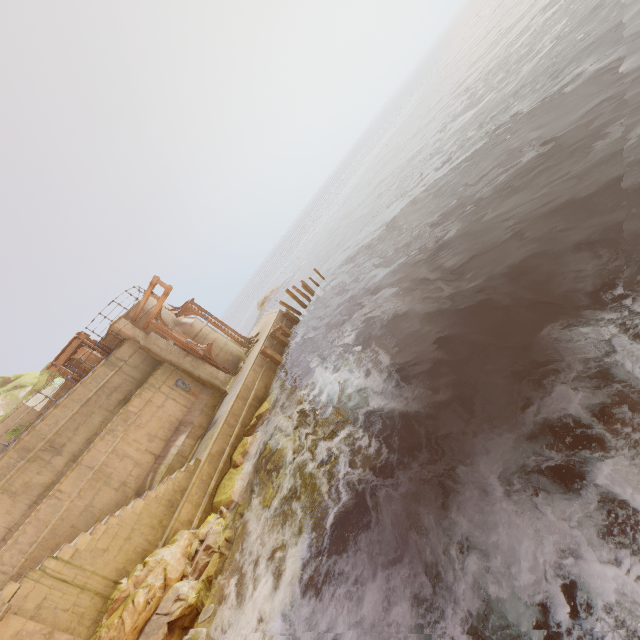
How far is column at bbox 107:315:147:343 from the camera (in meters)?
16.88

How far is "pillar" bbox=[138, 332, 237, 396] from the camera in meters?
17.2

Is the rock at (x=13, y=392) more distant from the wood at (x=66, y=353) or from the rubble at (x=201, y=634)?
the rubble at (x=201, y=634)

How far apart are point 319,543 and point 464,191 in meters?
15.2

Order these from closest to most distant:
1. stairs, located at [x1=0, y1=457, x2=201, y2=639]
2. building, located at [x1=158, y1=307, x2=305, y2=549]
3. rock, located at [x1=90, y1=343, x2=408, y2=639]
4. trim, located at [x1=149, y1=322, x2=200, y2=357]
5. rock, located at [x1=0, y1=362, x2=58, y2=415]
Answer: rock, located at [x1=90, y1=343, x2=408, y2=639], stairs, located at [x1=0, y1=457, x2=201, y2=639], building, located at [x1=158, y1=307, x2=305, y2=549], trim, located at [x1=149, y1=322, x2=200, y2=357], rock, located at [x1=0, y1=362, x2=58, y2=415]

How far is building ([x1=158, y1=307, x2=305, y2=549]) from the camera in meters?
11.5

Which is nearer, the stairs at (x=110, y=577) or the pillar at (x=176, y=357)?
the stairs at (x=110, y=577)

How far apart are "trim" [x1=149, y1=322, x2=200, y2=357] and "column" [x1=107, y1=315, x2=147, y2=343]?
0.4 meters
